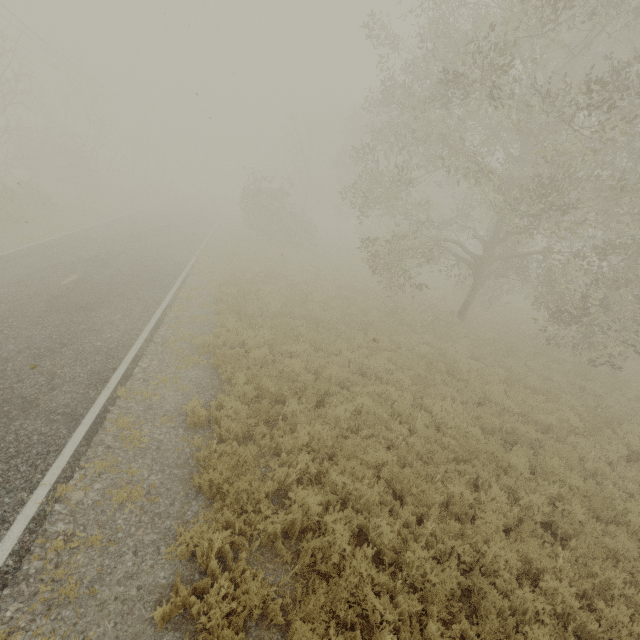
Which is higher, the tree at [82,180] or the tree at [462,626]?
the tree at [82,180]

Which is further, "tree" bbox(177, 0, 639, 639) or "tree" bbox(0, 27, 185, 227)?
"tree" bbox(0, 27, 185, 227)

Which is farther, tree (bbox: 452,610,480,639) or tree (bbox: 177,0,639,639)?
tree (bbox: 177,0,639,639)

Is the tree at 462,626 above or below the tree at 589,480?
below

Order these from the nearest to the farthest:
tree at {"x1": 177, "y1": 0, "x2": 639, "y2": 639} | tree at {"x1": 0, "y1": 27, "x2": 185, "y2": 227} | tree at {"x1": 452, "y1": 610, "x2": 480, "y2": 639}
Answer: tree at {"x1": 452, "y1": 610, "x2": 480, "y2": 639}, tree at {"x1": 177, "y1": 0, "x2": 639, "y2": 639}, tree at {"x1": 0, "y1": 27, "x2": 185, "y2": 227}

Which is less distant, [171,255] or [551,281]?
[551,281]

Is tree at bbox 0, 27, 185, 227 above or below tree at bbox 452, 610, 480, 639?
above
